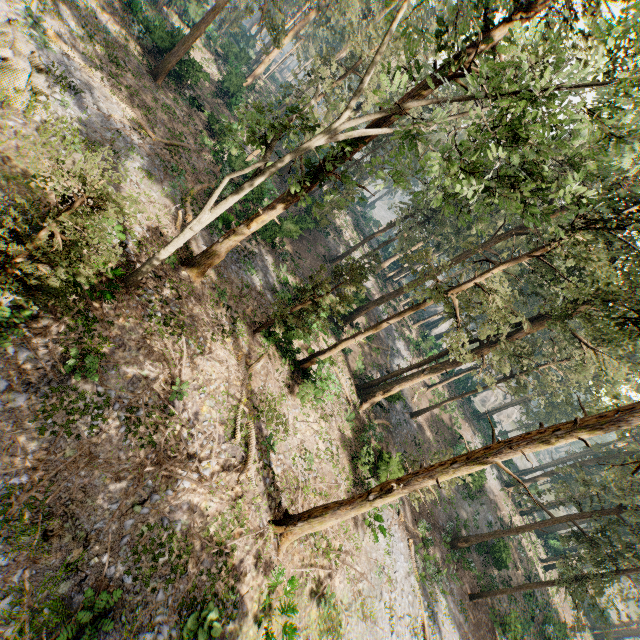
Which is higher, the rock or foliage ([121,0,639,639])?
foliage ([121,0,639,639])

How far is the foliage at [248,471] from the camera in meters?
13.0 m

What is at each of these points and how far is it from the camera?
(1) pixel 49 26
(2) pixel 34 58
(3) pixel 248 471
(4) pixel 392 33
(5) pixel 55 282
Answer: (1) foliage, 17.6 meters
(2) rock, 13.7 meters
(3) foliage, 13.2 meters
(4) foliage, 8.6 meters
(5) foliage, 9.8 meters

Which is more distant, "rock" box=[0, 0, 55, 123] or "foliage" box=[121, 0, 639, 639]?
"rock" box=[0, 0, 55, 123]

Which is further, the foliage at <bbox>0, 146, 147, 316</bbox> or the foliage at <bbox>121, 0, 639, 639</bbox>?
the foliage at <bbox>121, 0, 639, 639</bbox>

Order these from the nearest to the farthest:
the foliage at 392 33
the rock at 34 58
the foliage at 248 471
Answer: the foliage at 392 33
the rock at 34 58
the foliage at 248 471
